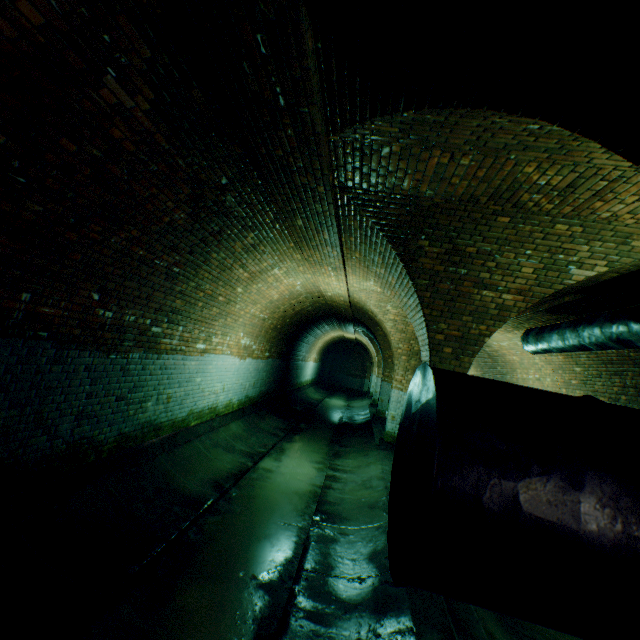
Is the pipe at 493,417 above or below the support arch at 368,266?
below

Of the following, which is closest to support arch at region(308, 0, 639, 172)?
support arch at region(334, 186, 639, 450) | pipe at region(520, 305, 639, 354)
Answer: pipe at region(520, 305, 639, 354)

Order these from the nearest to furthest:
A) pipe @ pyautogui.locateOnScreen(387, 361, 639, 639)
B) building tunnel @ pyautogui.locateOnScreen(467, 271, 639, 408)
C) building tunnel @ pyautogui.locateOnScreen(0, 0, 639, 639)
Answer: pipe @ pyautogui.locateOnScreen(387, 361, 639, 639) → building tunnel @ pyautogui.locateOnScreen(0, 0, 639, 639) → building tunnel @ pyautogui.locateOnScreen(467, 271, 639, 408)

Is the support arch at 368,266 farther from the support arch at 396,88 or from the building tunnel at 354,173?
the support arch at 396,88

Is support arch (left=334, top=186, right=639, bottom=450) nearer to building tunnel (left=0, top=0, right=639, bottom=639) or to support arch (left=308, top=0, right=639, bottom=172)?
building tunnel (left=0, top=0, right=639, bottom=639)

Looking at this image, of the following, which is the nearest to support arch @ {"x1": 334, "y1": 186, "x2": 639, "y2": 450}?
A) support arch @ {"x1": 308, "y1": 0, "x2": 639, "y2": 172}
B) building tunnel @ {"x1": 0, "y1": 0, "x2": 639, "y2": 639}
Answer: building tunnel @ {"x1": 0, "y1": 0, "x2": 639, "y2": 639}

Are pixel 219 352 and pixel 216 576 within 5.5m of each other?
yes
